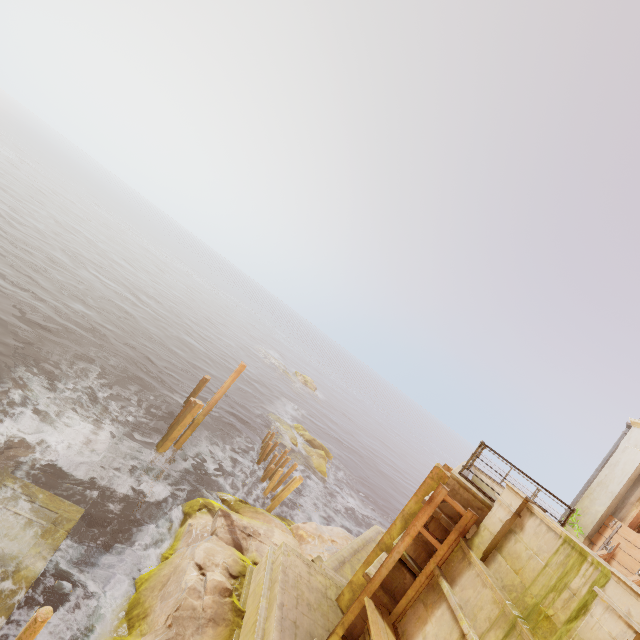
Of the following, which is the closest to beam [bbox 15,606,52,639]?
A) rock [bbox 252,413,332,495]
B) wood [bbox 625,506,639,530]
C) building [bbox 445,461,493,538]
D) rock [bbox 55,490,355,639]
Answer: rock [bbox 55,490,355,639]

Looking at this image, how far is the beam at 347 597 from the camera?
8.98m

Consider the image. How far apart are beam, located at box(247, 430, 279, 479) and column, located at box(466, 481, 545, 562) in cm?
1483

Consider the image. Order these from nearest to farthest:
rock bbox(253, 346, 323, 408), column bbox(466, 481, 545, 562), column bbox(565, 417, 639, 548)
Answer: column bbox(466, 481, 545, 562)
column bbox(565, 417, 639, 548)
rock bbox(253, 346, 323, 408)

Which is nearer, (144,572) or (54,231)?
(144,572)

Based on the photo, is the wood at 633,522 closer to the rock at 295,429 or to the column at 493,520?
the column at 493,520

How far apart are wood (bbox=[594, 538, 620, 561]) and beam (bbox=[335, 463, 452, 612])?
3.36m

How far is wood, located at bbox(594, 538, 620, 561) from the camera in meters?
8.9
